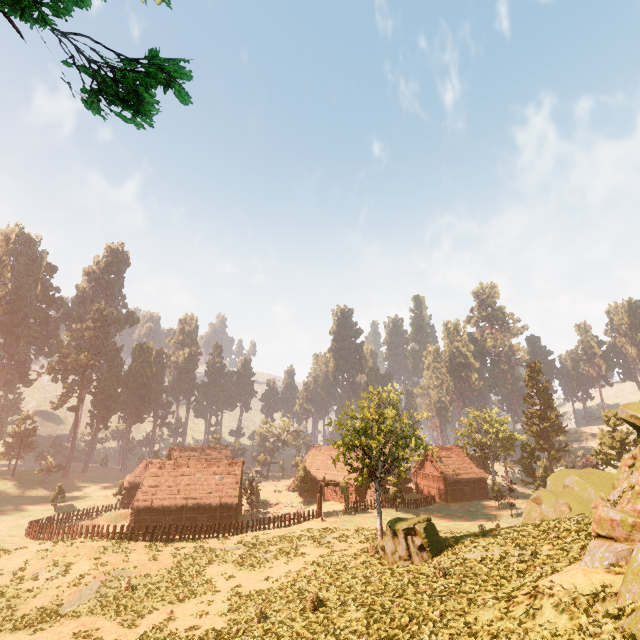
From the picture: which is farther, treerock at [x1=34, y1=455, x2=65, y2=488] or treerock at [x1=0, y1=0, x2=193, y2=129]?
treerock at [x1=34, y1=455, x2=65, y2=488]

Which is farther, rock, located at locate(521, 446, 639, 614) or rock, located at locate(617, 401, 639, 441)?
rock, located at locate(617, 401, 639, 441)

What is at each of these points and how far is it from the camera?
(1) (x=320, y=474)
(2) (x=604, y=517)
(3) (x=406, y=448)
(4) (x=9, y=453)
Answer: (1) building, 53.8 meters
(2) rock, 10.9 meters
(3) treerock, 26.0 meters
(4) treerock, 57.2 meters

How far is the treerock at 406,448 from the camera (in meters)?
20.00

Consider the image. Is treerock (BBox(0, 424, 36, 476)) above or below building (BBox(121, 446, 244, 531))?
above

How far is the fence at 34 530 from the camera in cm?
2780

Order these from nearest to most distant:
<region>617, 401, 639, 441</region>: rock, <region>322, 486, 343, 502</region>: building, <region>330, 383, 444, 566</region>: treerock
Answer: <region>617, 401, 639, 441</region>: rock < <region>330, 383, 444, 566</region>: treerock < <region>322, 486, 343, 502</region>: building
